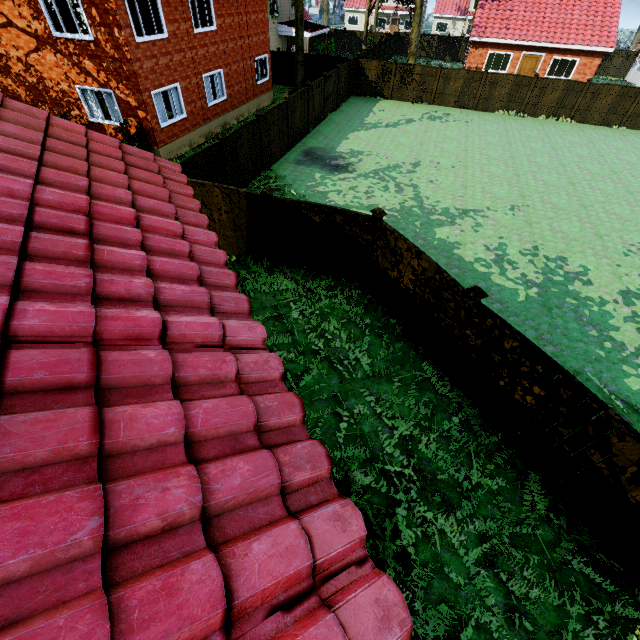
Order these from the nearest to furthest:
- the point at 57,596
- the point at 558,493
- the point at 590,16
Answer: the point at 57,596 < the point at 558,493 < the point at 590,16

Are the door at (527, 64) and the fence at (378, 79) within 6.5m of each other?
no

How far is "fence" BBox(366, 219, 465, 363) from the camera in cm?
682

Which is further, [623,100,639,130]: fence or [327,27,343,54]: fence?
[327,27,343,54]: fence

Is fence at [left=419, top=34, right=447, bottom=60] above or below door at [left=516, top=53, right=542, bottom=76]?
below

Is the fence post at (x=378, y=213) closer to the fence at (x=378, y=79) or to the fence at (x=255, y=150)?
the fence at (x=255, y=150)

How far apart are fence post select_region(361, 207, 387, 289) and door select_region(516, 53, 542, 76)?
30.56m

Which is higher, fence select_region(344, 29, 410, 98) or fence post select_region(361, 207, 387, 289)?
fence post select_region(361, 207, 387, 289)
